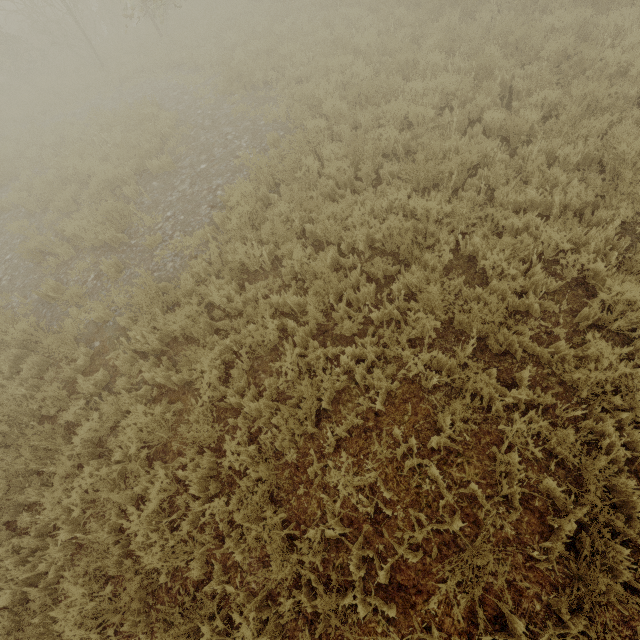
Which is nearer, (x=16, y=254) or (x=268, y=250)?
(x=268, y=250)
